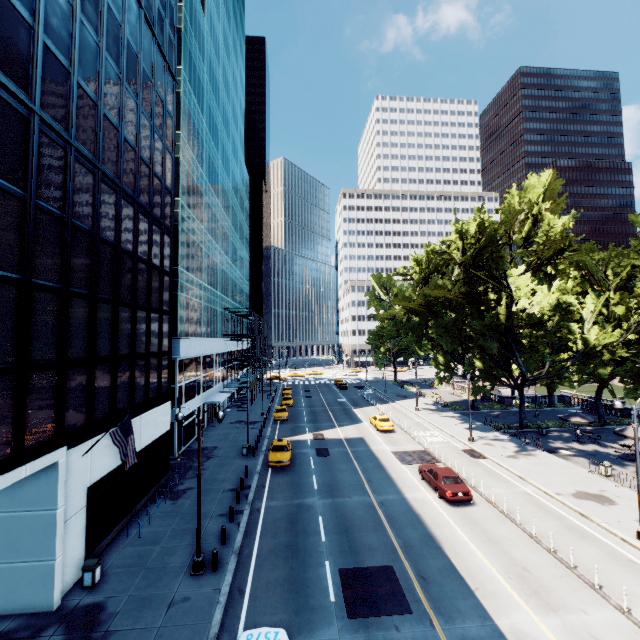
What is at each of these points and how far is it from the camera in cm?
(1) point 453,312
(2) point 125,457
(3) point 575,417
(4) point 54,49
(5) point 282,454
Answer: (1) tree, 3638
(2) flag, 1486
(3) umbrella, 3244
(4) building, 1332
(5) vehicle, 2761

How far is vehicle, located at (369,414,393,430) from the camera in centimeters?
3659cm

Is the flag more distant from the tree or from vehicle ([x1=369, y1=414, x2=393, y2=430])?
vehicle ([x1=369, y1=414, x2=393, y2=430])

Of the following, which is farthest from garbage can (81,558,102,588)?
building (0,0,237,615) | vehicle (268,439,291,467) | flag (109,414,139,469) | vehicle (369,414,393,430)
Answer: vehicle (369,414,393,430)

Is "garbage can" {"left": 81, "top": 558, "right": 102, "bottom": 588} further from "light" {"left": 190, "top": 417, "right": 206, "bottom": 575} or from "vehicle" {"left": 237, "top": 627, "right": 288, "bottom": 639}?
"vehicle" {"left": 237, "top": 627, "right": 288, "bottom": 639}

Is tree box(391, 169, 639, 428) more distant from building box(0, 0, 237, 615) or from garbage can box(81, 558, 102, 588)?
garbage can box(81, 558, 102, 588)

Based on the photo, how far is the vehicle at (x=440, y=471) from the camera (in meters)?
20.44

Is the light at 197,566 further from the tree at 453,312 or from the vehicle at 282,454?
the tree at 453,312
